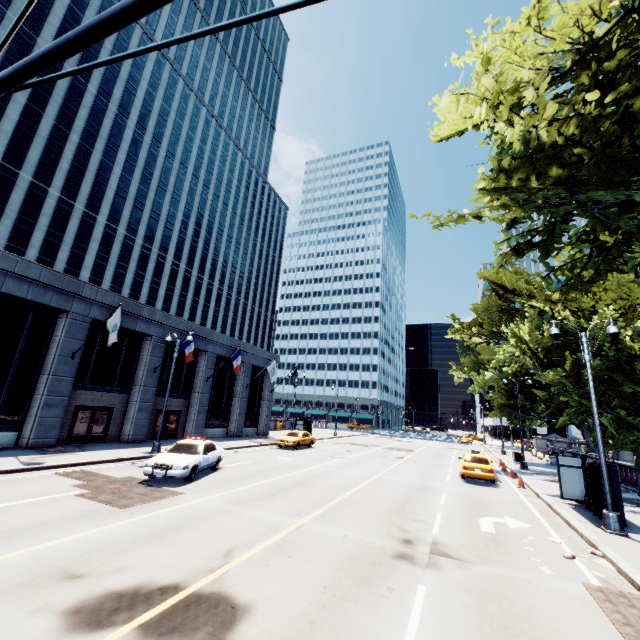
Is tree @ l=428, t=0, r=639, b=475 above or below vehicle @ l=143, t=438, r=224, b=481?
above

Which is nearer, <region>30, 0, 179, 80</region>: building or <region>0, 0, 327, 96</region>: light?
<region>0, 0, 327, 96</region>: light

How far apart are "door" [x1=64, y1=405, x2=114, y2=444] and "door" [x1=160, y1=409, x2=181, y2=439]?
3.5m

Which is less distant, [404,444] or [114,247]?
[404,444]

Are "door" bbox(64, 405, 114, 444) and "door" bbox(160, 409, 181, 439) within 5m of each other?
yes

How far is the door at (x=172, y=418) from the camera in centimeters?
2631cm

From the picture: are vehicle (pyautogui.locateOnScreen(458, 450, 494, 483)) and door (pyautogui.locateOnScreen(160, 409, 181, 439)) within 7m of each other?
no

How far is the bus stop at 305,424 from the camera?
38.1m
